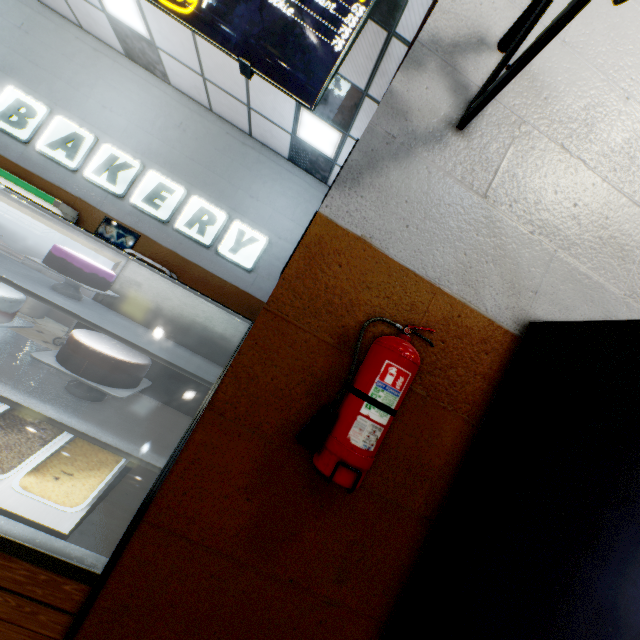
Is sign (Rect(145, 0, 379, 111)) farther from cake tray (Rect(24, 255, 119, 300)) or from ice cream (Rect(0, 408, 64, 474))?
ice cream (Rect(0, 408, 64, 474))

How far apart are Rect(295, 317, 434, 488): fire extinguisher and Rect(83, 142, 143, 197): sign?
6.7m

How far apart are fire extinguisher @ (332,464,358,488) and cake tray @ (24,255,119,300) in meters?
1.5

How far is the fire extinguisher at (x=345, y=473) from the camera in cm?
108

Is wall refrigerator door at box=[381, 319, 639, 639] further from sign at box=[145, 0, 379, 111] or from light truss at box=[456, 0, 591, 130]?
sign at box=[145, 0, 379, 111]

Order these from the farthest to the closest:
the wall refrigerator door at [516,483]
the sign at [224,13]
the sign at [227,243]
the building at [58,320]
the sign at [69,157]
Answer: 1. the sign at [227,243]
2. the sign at [69,157]
3. the building at [58,320]
4. the sign at [224,13]
5. the wall refrigerator door at [516,483]

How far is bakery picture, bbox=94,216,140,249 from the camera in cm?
602

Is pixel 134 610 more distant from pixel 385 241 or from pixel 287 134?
pixel 287 134
